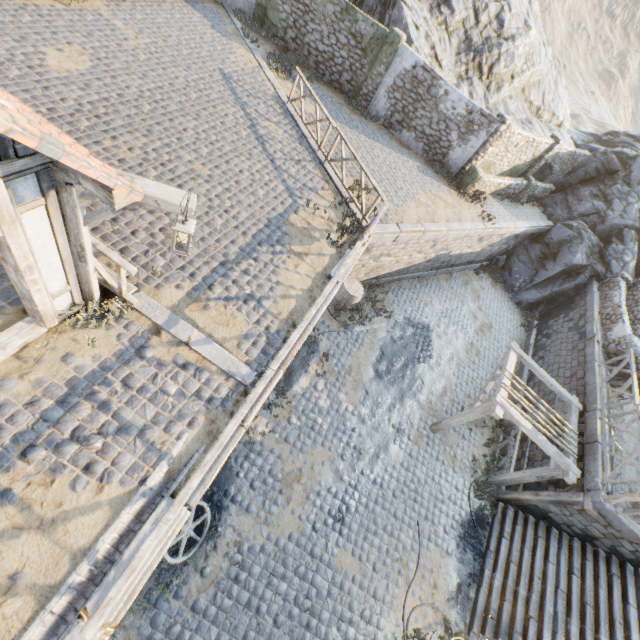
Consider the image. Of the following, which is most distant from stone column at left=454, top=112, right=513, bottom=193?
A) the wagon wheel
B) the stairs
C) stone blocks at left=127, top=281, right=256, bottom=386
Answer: the wagon wheel

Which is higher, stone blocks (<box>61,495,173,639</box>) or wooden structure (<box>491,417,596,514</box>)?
stone blocks (<box>61,495,173,639</box>)

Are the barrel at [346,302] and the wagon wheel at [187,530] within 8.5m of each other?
yes

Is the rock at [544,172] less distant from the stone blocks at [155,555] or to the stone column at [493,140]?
the stone blocks at [155,555]

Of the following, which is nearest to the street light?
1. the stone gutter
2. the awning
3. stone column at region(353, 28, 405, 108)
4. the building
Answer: the building

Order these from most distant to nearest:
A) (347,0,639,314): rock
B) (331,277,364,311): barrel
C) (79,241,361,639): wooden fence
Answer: (347,0,639,314): rock → (331,277,364,311): barrel → (79,241,361,639): wooden fence

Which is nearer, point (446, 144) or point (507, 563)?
point (507, 563)

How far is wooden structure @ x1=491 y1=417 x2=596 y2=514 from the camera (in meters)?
9.23
